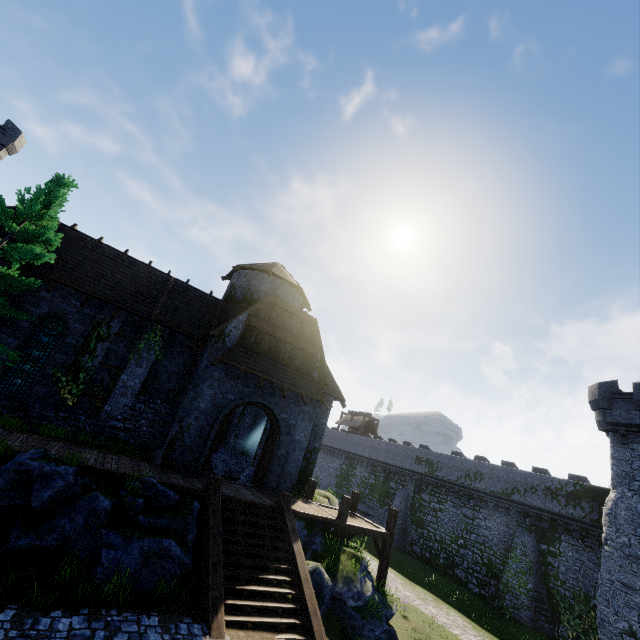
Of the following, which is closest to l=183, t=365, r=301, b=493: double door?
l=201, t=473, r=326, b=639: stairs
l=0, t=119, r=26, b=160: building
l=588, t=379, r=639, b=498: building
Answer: l=201, t=473, r=326, b=639: stairs

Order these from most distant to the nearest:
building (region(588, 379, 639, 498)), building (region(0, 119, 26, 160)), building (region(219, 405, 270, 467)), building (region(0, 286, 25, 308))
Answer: building (region(0, 119, 26, 160))
building (region(588, 379, 639, 498))
building (region(219, 405, 270, 467))
building (region(0, 286, 25, 308))

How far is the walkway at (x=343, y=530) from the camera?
14.0m

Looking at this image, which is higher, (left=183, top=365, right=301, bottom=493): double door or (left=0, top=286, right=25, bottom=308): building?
(left=0, top=286, right=25, bottom=308): building

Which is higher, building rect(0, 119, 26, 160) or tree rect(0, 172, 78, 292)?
building rect(0, 119, 26, 160)

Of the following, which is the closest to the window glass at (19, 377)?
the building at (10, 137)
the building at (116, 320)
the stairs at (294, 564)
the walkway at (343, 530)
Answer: the building at (116, 320)

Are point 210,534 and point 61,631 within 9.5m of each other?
yes

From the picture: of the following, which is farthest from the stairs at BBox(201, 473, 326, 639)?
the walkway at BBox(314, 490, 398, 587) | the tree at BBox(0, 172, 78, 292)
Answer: the tree at BBox(0, 172, 78, 292)
